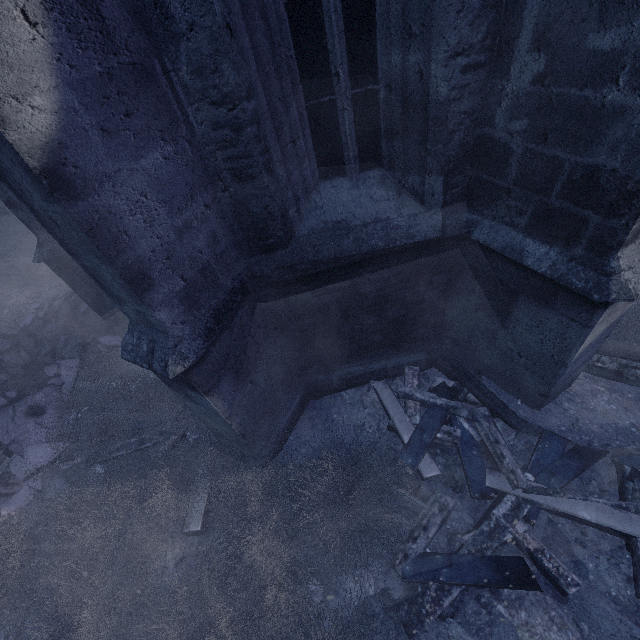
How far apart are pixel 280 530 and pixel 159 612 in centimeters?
135cm

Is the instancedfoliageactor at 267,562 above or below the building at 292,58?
below

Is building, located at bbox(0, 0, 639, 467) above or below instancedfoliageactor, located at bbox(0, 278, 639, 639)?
above

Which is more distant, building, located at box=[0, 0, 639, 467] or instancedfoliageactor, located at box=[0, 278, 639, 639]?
instancedfoliageactor, located at box=[0, 278, 639, 639]

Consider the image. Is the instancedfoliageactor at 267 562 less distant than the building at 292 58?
No
